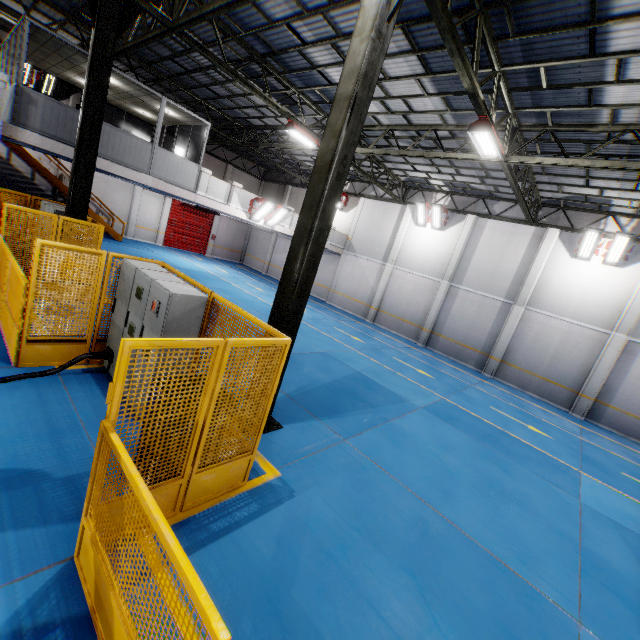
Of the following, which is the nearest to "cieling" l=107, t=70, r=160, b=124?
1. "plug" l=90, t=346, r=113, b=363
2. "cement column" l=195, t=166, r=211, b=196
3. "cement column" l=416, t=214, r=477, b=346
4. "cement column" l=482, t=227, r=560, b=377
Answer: "cement column" l=195, t=166, r=211, b=196

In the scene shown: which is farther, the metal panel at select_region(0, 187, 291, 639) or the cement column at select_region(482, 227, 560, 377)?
the cement column at select_region(482, 227, 560, 377)

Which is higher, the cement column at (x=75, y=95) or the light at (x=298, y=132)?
the light at (x=298, y=132)

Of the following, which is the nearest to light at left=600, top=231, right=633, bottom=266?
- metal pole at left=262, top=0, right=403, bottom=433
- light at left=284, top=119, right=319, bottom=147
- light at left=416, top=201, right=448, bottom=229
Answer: light at left=416, top=201, right=448, bottom=229

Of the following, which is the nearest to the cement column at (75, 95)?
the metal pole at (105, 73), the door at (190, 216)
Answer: the door at (190, 216)

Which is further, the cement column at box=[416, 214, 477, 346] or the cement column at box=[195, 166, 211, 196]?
the cement column at box=[416, 214, 477, 346]

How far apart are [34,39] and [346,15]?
10.70m

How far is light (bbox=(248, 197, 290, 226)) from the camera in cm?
1642
